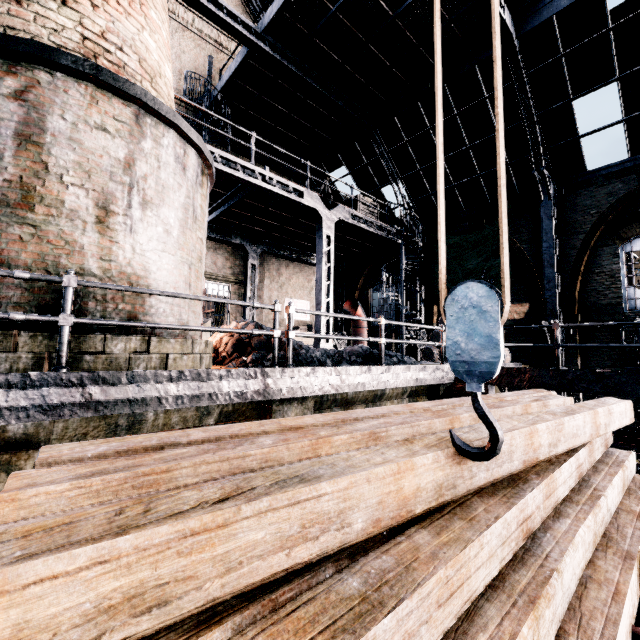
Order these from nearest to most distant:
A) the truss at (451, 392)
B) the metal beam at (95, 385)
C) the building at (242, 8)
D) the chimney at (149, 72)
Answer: the metal beam at (95, 385) → the chimney at (149, 72) → the truss at (451, 392) → the building at (242, 8)

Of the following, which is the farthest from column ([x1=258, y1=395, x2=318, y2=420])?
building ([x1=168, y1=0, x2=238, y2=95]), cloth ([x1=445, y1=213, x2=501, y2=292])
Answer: cloth ([x1=445, y1=213, x2=501, y2=292])

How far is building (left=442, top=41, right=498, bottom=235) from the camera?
12.2 meters

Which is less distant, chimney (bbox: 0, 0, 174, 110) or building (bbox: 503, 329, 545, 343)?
chimney (bbox: 0, 0, 174, 110)

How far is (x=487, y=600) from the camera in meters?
1.5

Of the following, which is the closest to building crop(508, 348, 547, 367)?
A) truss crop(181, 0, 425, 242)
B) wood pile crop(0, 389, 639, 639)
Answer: truss crop(181, 0, 425, 242)

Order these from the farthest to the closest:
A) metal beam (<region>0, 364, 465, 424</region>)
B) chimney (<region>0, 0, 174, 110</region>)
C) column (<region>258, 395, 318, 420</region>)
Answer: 1. column (<region>258, 395, 318, 420</region>)
2. chimney (<region>0, 0, 174, 110</region>)
3. metal beam (<region>0, 364, 465, 424</region>)

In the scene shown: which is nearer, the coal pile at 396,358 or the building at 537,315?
the coal pile at 396,358
